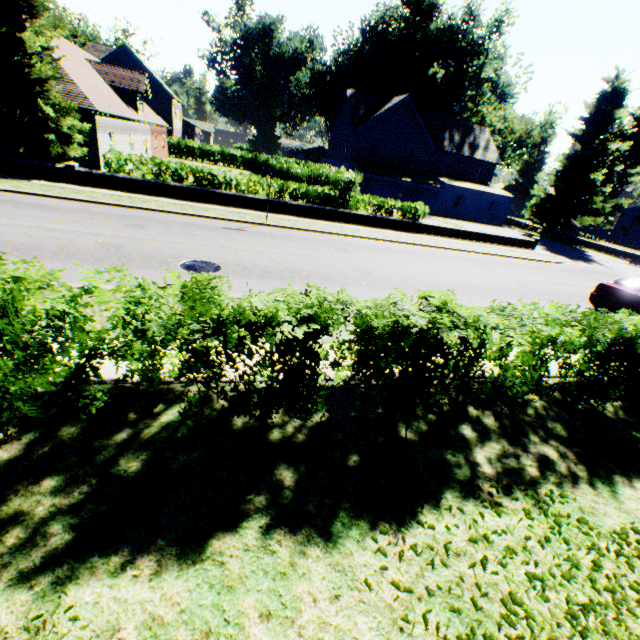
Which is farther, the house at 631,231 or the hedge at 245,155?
the house at 631,231

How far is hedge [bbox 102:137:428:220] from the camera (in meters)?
17.11

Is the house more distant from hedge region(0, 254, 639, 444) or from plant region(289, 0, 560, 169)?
hedge region(0, 254, 639, 444)

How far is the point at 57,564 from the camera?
2.7m

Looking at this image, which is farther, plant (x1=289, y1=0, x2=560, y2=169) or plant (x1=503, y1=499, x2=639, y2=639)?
plant (x1=289, y1=0, x2=560, y2=169)

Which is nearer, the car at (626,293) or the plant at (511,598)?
the plant at (511,598)

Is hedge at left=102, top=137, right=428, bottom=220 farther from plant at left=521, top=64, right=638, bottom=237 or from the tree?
plant at left=521, top=64, right=638, bottom=237

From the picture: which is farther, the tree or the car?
the tree
